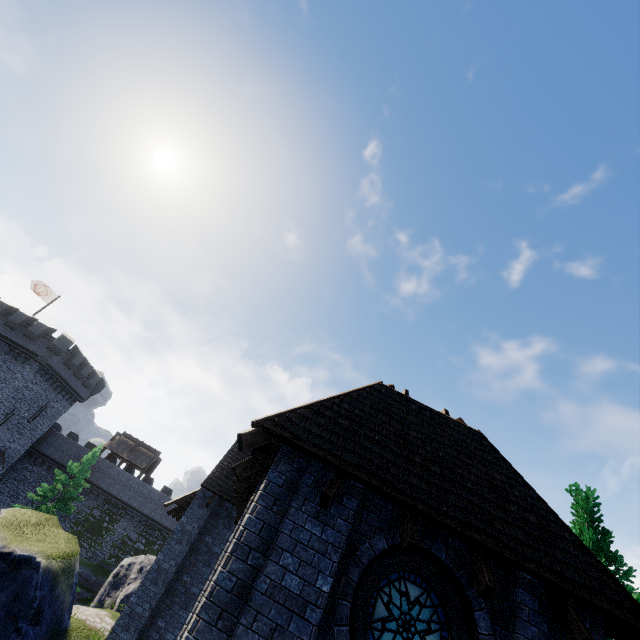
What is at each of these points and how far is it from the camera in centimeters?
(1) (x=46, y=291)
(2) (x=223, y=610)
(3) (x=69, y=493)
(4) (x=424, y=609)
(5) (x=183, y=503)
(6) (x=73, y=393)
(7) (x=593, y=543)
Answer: (1) flag, 3584cm
(2) building, 440cm
(3) tree, 3106cm
(4) window glass, 515cm
(5) awning, 1514cm
(6) building, 3747cm
(7) tree, 862cm

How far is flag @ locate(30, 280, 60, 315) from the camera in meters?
34.9 m

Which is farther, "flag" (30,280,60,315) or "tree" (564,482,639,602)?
"flag" (30,280,60,315)

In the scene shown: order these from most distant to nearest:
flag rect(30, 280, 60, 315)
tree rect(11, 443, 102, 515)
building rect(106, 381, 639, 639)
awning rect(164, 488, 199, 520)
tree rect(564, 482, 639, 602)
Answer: flag rect(30, 280, 60, 315)
tree rect(11, 443, 102, 515)
awning rect(164, 488, 199, 520)
tree rect(564, 482, 639, 602)
building rect(106, 381, 639, 639)

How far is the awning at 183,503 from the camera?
14.96m

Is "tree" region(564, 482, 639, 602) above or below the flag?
below

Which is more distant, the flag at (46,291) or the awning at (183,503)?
the flag at (46,291)

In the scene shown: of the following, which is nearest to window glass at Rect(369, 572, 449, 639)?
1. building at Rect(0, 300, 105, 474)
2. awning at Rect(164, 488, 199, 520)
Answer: awning at Rect(164, 488, 199, 520)
